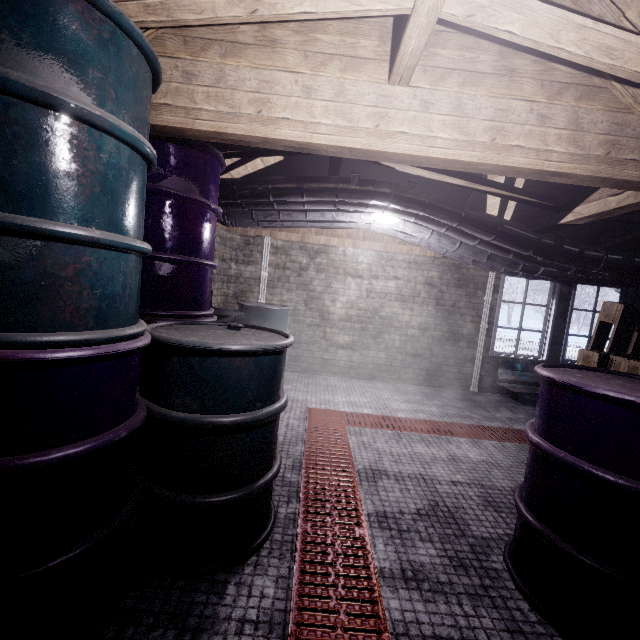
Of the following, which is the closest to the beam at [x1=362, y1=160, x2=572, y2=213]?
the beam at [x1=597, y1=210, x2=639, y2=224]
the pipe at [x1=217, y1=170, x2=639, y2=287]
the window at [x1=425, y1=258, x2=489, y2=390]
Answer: the pipe at [x1=217, y1=170, x2=639, y2=287]

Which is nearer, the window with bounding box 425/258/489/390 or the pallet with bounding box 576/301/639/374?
the pallet with bounding box 576/301/639/374

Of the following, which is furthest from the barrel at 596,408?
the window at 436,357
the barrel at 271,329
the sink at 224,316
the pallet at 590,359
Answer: the window at 436,357

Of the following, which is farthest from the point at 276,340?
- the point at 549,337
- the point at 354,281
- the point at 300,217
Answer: the point at 549,337

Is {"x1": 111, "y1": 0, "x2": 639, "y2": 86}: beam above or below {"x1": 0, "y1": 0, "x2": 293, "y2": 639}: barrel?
above

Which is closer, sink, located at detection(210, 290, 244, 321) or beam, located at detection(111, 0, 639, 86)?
beam, located at detection(111, 0, 639, 86)

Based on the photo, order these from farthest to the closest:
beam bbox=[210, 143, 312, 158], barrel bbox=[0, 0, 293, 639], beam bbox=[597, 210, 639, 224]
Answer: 1. beam bbox=[597, 210, 639, 224]
2. beam bbox=[210, 143, 312, 158]
3. barrel bbox=[0, 0, 293, 639]

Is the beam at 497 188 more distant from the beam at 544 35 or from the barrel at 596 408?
the barrel at 596 408
